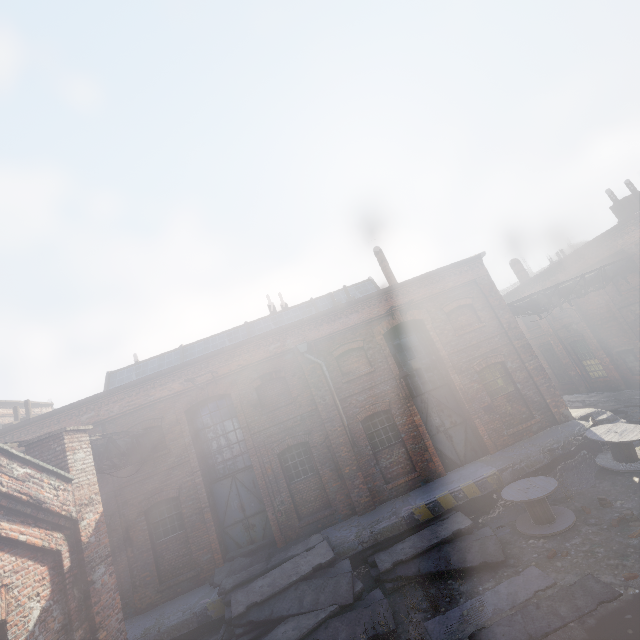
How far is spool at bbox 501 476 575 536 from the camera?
8.7 meters

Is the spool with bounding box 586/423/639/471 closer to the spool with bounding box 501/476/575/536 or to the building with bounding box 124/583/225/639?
the building with bounding box 124/583/225/639

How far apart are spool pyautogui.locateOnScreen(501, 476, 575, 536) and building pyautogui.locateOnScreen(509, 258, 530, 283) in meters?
18.7

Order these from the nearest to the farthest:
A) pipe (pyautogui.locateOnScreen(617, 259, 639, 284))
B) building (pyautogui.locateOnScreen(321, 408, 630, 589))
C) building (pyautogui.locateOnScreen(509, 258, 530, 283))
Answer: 1. building (pyautogui.locateOnScreen(321, 408, 630, 589))
2. pipe (pyautogui.locateOnScreen(617, 259, 639, 284))
3. building (pyautogui.locateOnScreen(509, 258, 530, 283))

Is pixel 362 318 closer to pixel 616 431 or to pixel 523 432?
pixel 523 432

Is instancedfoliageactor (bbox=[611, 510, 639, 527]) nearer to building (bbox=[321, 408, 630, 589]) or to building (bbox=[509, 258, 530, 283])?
building (bbox=[321, 408, 630, 589])

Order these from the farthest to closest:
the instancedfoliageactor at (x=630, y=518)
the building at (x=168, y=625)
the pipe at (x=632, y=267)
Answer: the pipe at (x=632, y=267)
the building at (x=168, y=625)
the instancedfoliageactor at (x=630, y=518)

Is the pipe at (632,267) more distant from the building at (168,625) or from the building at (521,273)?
the building at (168,625)
